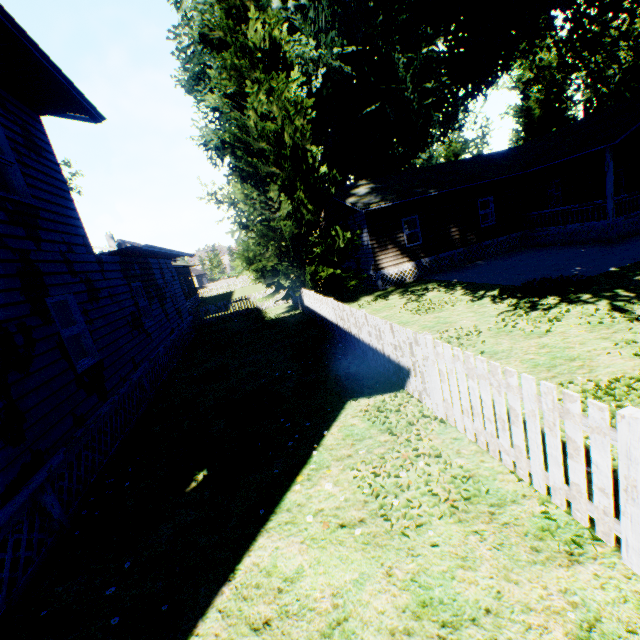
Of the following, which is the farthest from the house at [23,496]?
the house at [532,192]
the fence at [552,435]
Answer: the house at [532,192]

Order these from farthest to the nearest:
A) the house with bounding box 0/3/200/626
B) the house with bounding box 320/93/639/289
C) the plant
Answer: the house with bounding box 320/93/639/289 → the plant → the house with bounding box 0/3/200/626

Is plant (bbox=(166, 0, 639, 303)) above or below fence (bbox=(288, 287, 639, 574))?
above

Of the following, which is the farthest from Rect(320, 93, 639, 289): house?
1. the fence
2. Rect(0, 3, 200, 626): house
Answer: Rect(0, 3, 200, 626): house

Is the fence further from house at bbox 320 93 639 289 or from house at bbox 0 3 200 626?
house at bbox 0 3 200 626

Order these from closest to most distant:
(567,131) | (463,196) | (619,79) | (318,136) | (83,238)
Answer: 1. (83,238)
2. (463,196)
3. (567,131)
4. (619,79)
5. (318,136)

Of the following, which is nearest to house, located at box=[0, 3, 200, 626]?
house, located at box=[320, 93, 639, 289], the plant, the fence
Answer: the fence
